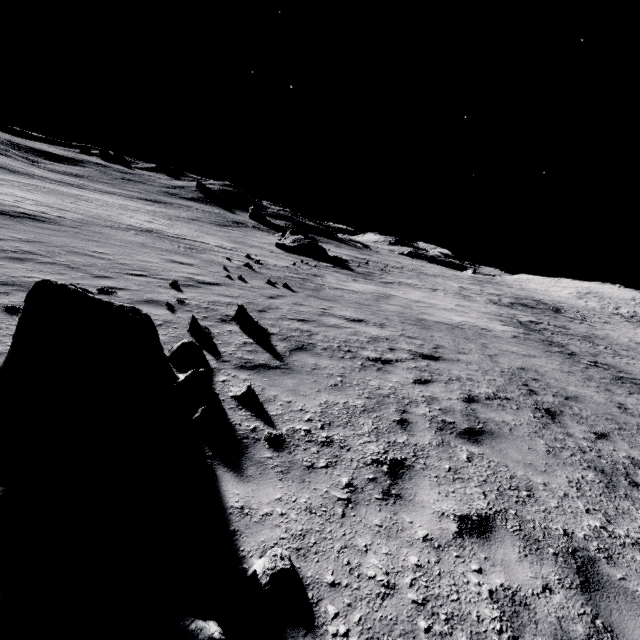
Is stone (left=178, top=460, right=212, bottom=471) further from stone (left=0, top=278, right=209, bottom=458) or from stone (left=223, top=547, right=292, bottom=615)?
stone (left=223, top=547, right=292, bottom=615)

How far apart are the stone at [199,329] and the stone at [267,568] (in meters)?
5.06

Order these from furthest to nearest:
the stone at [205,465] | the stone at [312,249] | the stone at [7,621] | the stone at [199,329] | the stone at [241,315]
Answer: the stone at [312,249] < the stone at [241,315] < the stone at [199,329] < the stone at [205,465] < the stone at [7,621]

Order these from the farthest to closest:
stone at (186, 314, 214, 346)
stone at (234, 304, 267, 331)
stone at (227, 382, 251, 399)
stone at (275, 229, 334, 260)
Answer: stone at (275, 229, 334, 260), stone at (234, 304, 267, 331), stone at (186, 314, 214, 346), stone at (227, 382, 251, 399)

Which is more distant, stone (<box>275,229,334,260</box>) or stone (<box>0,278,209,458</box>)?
stone (<box>275,229,334,260</box>)

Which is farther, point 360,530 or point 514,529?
point 514,529

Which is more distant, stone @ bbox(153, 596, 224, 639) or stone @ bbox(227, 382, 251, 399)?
stone @ bbox(227, 382, 251, 399)

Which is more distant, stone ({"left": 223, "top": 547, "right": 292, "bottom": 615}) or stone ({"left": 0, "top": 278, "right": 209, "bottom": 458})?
stone ({"left": 0, "top": 278, "right": 209, "bottom": 458})
